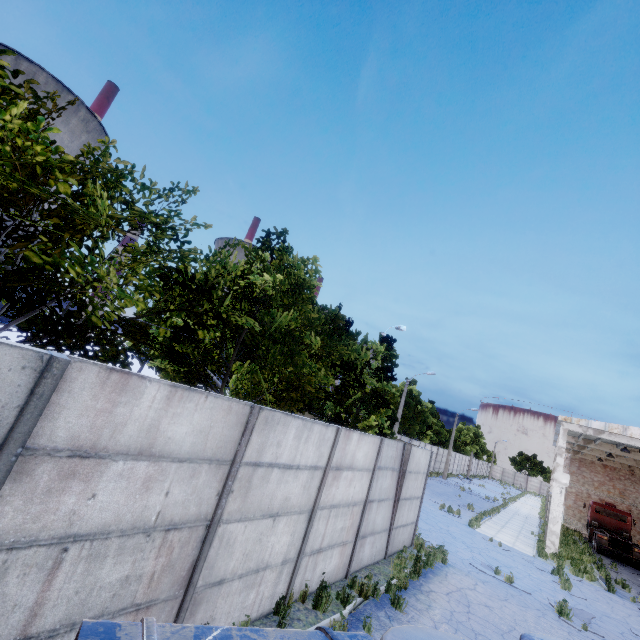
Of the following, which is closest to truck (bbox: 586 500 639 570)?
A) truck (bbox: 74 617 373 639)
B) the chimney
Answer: truck (bbox: 74 617 373 639)

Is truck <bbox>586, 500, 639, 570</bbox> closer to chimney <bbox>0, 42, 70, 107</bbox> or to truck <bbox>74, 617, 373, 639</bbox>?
truck <bbox>74, 617, 373, 639</bbox>

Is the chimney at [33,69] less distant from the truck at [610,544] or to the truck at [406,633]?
the truck at [406,633]

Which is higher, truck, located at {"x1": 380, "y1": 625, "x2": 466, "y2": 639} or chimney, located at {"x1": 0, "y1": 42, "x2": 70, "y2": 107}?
chimney, located at {"x1": 0, "y1": 42, "x2": 70, "y2": 107}

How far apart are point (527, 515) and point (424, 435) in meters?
16.5

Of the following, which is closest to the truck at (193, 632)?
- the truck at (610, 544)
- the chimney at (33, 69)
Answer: the truck at (610, 544)
